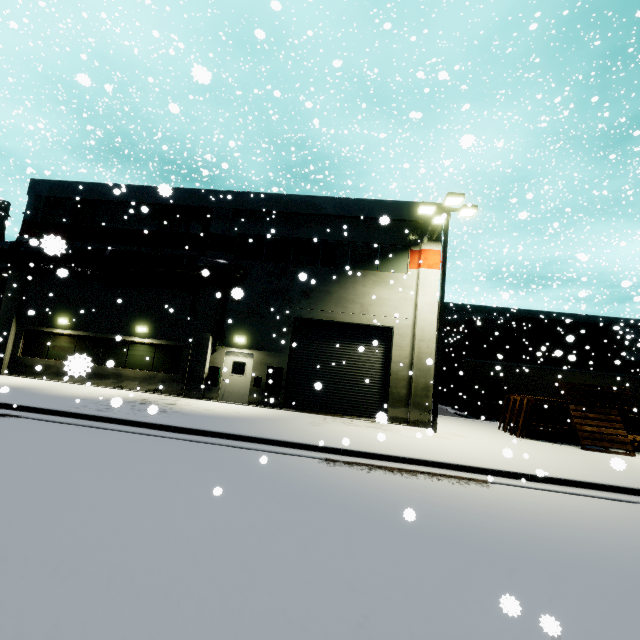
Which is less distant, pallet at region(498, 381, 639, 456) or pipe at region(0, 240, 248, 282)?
pallet at region(498, 381, 639, 456)

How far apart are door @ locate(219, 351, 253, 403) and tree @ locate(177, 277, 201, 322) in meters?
2.3 m

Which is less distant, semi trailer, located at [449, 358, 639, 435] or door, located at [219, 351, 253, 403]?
door, located at [219, 351, 253, 403]

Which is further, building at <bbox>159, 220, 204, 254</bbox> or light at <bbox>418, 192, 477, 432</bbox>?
building at <bbox>159, 220, 204, 254</bbox>

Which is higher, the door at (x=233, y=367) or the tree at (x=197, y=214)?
the tree at (x=197, y=214)

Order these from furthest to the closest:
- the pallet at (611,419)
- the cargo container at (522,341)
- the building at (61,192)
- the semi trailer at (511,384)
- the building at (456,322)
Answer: the building at (456,322) < the cargo container at (522,341) < the semi trailer at (511,384) < the building at (61,192) < the pallet at (611,419)

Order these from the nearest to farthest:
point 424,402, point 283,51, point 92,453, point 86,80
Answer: point 86,80, point 92,453, point 283,51, point 424,402

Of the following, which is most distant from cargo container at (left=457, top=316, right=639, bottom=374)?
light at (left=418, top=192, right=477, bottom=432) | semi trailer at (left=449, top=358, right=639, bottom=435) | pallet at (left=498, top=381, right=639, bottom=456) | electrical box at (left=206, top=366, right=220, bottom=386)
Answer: electrical box at (left=206, top=366, right=220, bottom=386)
